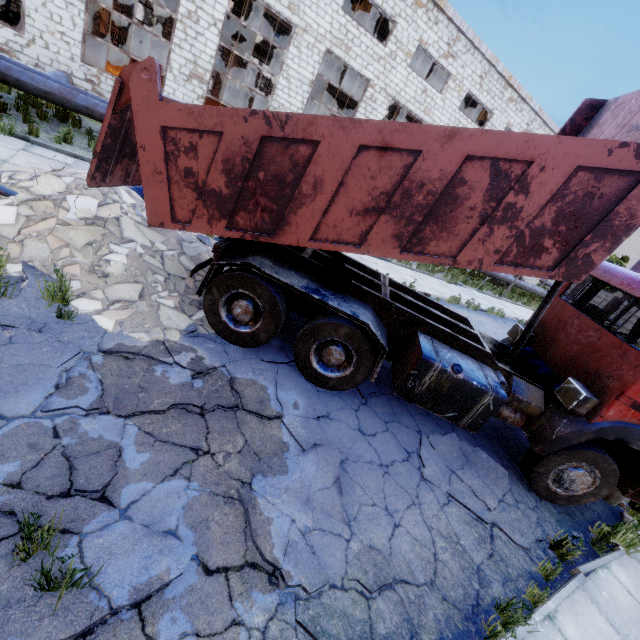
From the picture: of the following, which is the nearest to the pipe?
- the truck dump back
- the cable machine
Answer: the cable machine

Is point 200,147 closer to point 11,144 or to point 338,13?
point 11,144

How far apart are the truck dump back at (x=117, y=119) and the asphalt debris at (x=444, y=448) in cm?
610

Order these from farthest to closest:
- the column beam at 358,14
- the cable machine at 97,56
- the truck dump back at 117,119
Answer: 1. the column beam at 358,14
2. the cable machine at 97,56
3. the truck dump back at 117,119

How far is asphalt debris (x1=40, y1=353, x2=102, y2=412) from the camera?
3.2m

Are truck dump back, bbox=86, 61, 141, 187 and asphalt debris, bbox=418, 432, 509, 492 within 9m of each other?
yes

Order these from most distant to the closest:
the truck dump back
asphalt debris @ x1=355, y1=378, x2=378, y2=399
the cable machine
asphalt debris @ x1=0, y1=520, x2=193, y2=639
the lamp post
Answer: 1. the cable machine
2. the lamp post
3. asphalt debris @ x1=355, y1=378, x2=378, y2=399
4. the truck dump back
5. asphalt debris @ x1=0, y1=520, x2=193, y2=639

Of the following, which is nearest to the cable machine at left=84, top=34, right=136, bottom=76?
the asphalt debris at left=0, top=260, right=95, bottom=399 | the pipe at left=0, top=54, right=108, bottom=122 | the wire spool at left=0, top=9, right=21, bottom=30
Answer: the wire spool at left=0, top=9, right=21, bottom=30
